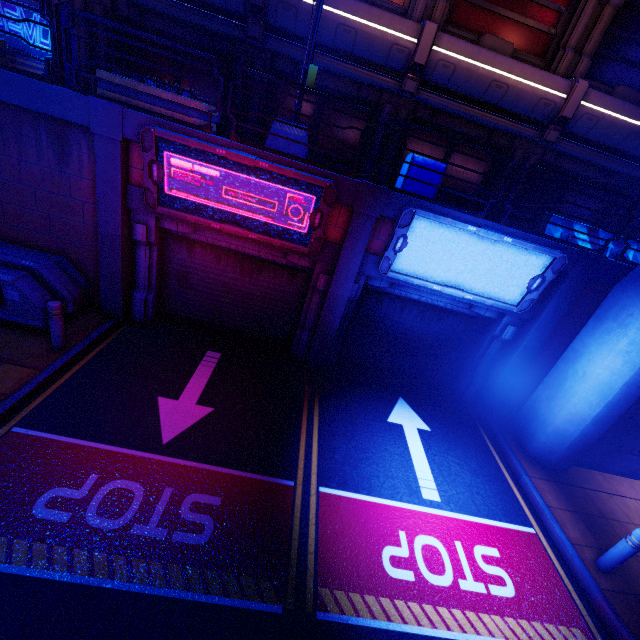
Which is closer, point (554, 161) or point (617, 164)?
point (617, 164)

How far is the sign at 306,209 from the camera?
6.1 meters

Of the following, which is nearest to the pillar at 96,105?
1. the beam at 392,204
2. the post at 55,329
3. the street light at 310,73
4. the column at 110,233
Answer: the column at 110,233

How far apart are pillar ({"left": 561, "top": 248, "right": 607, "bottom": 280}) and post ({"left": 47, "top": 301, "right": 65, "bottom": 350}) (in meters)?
10.79

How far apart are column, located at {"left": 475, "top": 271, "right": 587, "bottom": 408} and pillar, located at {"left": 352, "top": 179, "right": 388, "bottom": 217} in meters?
4.6 m

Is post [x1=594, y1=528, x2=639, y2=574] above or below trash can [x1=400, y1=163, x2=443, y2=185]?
below

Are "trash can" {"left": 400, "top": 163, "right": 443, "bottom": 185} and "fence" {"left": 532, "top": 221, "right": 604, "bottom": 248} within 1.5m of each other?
no

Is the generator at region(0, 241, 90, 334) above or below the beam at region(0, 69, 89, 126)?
below
